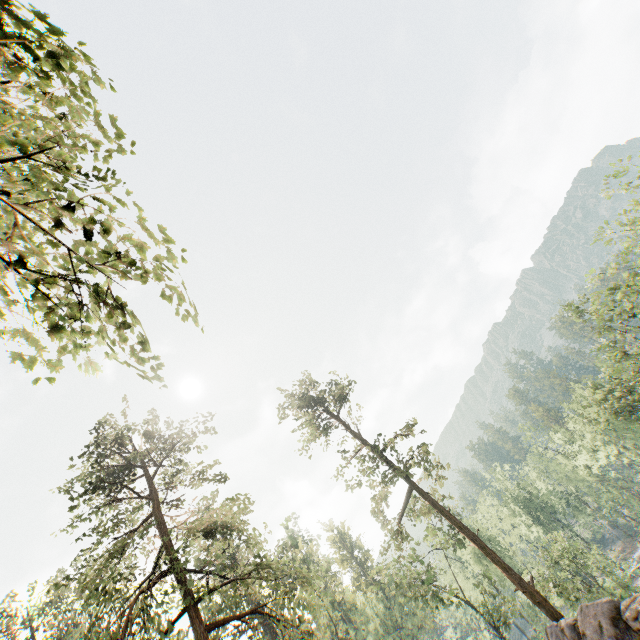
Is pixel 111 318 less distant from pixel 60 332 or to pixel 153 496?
pixel 60 332

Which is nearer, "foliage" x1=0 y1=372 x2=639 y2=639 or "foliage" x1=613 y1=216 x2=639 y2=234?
"foliage" x1=0 y1=372 x2=639 y2=639

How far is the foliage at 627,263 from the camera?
22.6 meters

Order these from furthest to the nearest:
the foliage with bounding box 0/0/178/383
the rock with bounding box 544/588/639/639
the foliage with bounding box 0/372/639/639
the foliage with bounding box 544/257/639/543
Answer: the foliage with bounding box 544/257/639/543
the foliage with bounding box 0/372/639/639
the rock with bounding box 544/588/639/639
the foliage with bounding box 0/0/178/383

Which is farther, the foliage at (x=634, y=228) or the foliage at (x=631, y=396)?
the foliage at (x=631, y=396)

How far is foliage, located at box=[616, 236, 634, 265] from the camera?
22.6m
